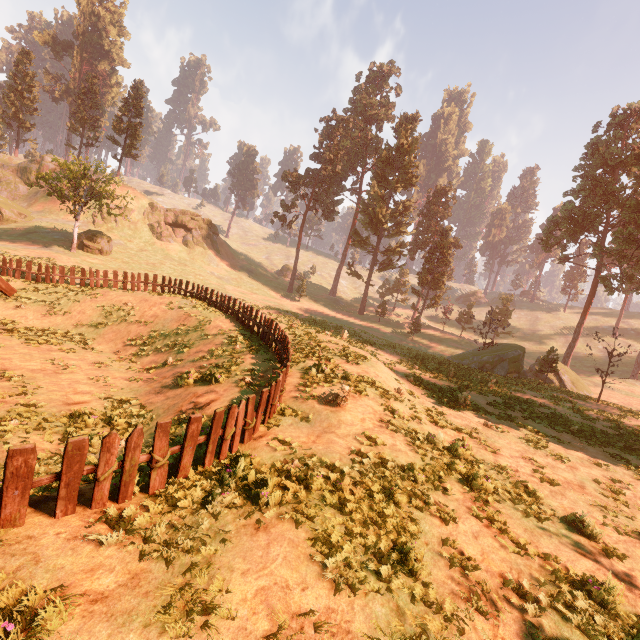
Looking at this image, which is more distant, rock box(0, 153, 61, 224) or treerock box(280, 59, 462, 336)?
treerock box(280, 59, 462, 336)

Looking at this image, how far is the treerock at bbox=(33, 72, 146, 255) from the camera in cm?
3303

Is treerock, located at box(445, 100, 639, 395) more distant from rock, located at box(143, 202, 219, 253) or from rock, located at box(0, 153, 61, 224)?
rock, located at box(143, 202, 219, 253)

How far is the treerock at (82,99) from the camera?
33.0m

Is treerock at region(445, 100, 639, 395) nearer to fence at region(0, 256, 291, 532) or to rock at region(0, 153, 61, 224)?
rock at region(0, 153, 61, 224)

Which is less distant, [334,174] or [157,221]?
[157,221]

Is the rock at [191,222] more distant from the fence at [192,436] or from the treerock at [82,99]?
the fence at [192,436]
